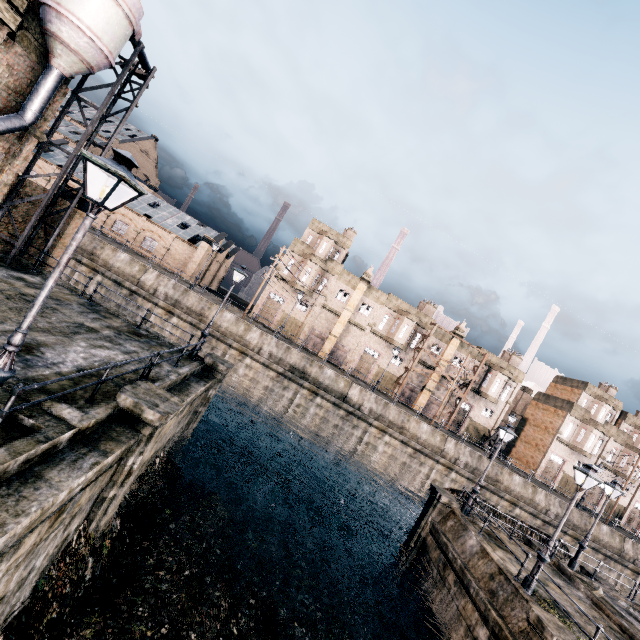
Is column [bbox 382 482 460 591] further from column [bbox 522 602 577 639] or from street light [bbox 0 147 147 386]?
street light [bbox 0 147 147 386]

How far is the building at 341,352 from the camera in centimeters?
4378cm

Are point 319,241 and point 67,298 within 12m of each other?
no

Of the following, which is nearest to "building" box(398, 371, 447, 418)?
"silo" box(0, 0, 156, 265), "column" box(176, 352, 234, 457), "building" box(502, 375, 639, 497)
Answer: "building" box(502, 375, 639, 497)

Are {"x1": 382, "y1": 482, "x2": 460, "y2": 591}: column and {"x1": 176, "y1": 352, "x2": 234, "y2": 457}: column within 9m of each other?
no

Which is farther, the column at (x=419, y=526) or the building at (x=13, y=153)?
the column at (x=419, y=526)

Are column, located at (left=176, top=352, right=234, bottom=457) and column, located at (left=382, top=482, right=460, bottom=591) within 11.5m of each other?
no

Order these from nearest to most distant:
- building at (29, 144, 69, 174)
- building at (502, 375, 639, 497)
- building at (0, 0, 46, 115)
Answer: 1. building at (0, 0, 46, 115)
2. building at (29, 144, 69, 174)
3. building at (502, 375, 639, 497)
